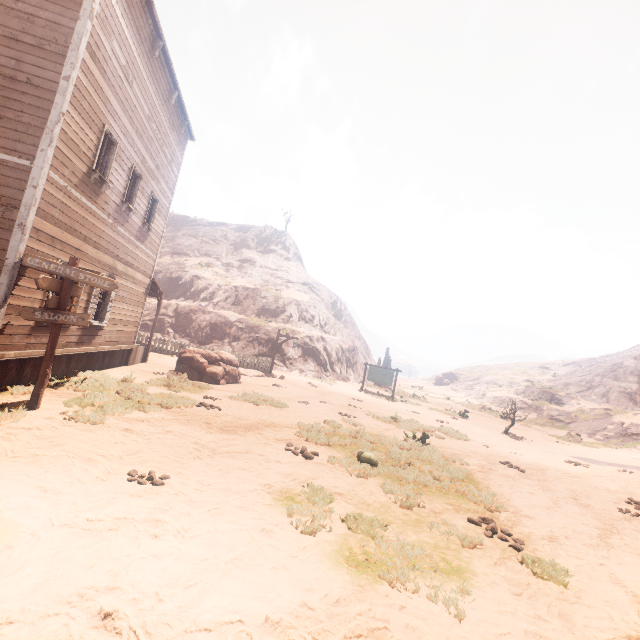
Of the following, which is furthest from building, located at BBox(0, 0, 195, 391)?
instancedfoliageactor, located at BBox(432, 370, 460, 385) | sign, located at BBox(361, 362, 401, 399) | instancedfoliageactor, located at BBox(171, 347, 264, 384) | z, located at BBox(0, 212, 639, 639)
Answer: instancedfoliageactor, located at BBox(432, 370, 460, 385)

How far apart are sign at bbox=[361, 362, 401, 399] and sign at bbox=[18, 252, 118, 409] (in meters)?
19.21

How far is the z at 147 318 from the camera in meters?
22.6

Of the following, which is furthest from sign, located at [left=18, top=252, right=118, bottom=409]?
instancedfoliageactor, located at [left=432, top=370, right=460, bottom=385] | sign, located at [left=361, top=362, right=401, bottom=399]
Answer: instancedfoliageactor, located at [left=432, top=370, right=460, bottom=385]

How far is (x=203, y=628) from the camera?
2.71m

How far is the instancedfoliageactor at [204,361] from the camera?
13.88m

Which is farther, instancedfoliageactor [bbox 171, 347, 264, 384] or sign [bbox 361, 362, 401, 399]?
sign [bbox 361, 362, 401, 399]

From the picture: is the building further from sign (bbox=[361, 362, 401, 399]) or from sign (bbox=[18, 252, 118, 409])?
sign (bbox=[361, 362, 401, 399])
